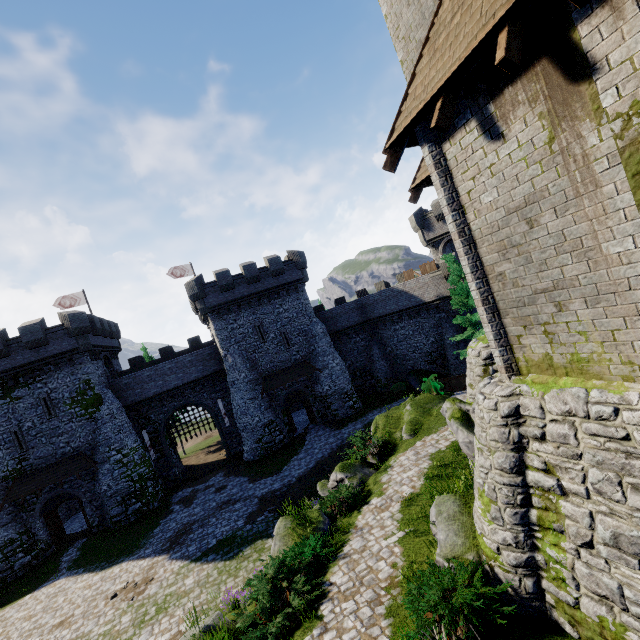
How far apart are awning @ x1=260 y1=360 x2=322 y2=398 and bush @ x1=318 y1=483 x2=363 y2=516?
15.4m

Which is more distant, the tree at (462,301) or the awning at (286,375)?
the awning at (286,375)

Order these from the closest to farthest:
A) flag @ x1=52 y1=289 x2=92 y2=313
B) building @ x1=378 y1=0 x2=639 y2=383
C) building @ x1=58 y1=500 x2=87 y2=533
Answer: building @ x1=378 y1=0 x2=639 y2=383
building @ x1=58 y1=500 x2=87 y2=533
flag @ x1=52 y1=289 x2=92 y2=313

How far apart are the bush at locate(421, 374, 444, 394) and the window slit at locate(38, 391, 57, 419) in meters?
27.8 m

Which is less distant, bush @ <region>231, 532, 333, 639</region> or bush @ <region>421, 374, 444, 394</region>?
Answer: bush @ <region>231, 532, 333, 639</region>

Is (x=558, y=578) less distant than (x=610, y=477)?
No

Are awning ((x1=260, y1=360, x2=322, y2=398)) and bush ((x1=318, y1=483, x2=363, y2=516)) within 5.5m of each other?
no

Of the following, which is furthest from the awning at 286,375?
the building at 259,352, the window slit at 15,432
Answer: Result: the window slit at 15,432
